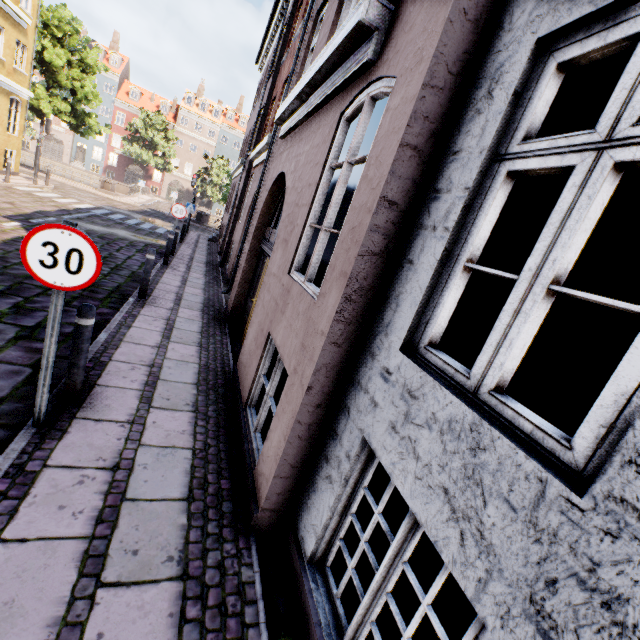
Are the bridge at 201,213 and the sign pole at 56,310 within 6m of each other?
no

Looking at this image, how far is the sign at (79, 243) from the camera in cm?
252

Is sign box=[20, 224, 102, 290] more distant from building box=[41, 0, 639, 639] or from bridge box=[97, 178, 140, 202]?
bridge box=[97, 178, 140, 202]

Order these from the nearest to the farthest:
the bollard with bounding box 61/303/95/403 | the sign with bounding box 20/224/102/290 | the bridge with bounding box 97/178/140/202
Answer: the sign with bounding box 20/224/102/290
the bollard with bounding box 61/303/95/403
the bridge with bounding box 97/178/140/202

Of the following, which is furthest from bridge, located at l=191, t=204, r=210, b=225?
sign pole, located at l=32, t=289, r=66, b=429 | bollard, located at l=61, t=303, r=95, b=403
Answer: sign pole, located at l=32, t=289, r=66, b=429

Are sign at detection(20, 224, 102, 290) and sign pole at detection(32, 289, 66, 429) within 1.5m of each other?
yes

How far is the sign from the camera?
2.5m

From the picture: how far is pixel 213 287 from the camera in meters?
10.1
